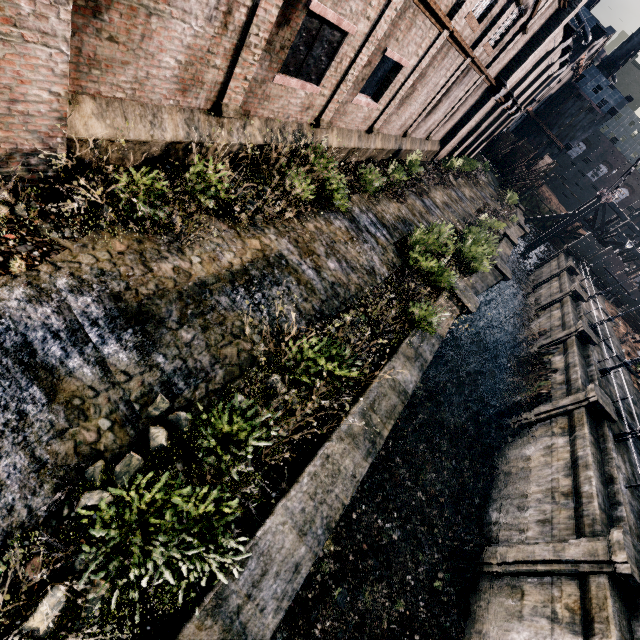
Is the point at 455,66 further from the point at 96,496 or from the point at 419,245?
the point at 96,496

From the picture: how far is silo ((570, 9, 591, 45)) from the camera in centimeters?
3868cm

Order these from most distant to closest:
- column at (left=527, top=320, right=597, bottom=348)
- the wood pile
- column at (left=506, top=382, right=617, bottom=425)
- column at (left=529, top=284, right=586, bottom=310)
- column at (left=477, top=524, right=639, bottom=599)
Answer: the wood pile → column at (left=529, top=284, right=586, bottom=310) → column at (left=527, top=320, right=597, bottom=348) → column at (left=506, top=382, right=617, bottom=425) → column at (left=477, top=524, right=639, bottom=599)

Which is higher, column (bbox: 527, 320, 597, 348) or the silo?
the silo

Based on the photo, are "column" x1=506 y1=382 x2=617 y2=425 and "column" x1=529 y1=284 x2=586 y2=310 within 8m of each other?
no

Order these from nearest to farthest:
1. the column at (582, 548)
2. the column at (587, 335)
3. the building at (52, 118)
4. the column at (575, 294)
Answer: the building at (52, 118) < the column at (582, 548) < the column at (587, 335) < the column at (575, 294)

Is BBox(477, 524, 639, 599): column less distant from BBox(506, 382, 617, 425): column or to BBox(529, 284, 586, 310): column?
BBox(506, 382, 617, 425): column

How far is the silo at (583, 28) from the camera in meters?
38.7
